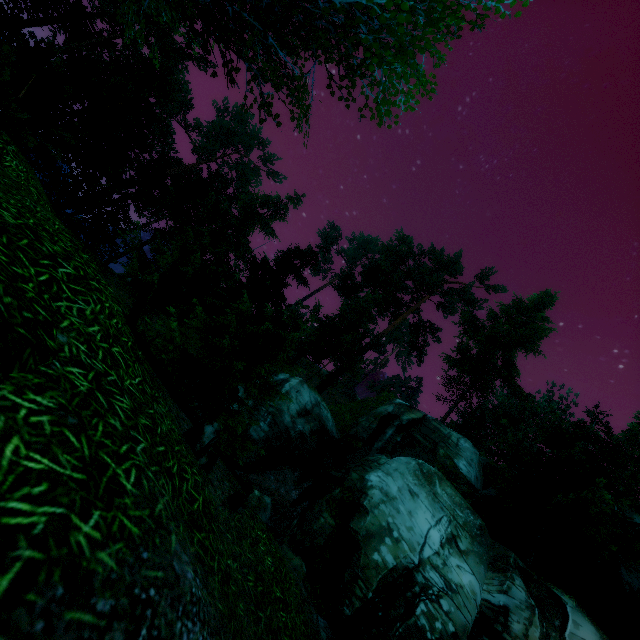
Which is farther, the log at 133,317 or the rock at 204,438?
the log at 133,317

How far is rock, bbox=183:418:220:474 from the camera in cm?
418

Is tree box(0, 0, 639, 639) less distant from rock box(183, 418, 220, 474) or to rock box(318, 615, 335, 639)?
rock box(183, 418, 220, 474)

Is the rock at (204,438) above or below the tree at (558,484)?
below

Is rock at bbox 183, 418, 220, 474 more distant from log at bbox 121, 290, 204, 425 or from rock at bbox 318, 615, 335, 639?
rock at bbox 318, 615, 335, 639

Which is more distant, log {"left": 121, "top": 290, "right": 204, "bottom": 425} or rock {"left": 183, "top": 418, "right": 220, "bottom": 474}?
log {"left": 121, "top": 290, "right": 204, "bottom": 425}

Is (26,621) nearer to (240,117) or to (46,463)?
(46,463)

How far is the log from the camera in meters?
8.5 m
